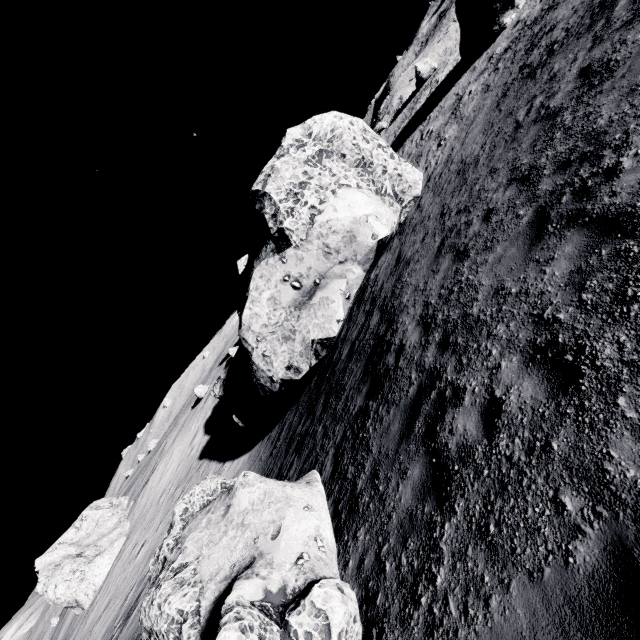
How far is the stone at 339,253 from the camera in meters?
14.5

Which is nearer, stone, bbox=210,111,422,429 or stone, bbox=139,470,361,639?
stone, bbox=139,470,361,639

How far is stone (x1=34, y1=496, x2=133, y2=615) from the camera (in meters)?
34.81

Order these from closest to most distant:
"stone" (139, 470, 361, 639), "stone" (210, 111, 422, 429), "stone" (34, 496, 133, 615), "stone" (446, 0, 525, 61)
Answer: "stone" (139, 470, 361, 639) → "stone" (210, 111, 422, 429) → "stone" (446, 0, 525, 61) → "stone" (34, 496, 133, 615)

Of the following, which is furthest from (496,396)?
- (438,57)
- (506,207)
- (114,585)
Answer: (438,57)

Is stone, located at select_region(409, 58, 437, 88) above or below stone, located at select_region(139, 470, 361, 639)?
above

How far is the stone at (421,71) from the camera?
35.1 meters

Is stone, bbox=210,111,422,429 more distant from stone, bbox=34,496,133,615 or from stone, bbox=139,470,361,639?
stone, bbox=34,496,133,615
